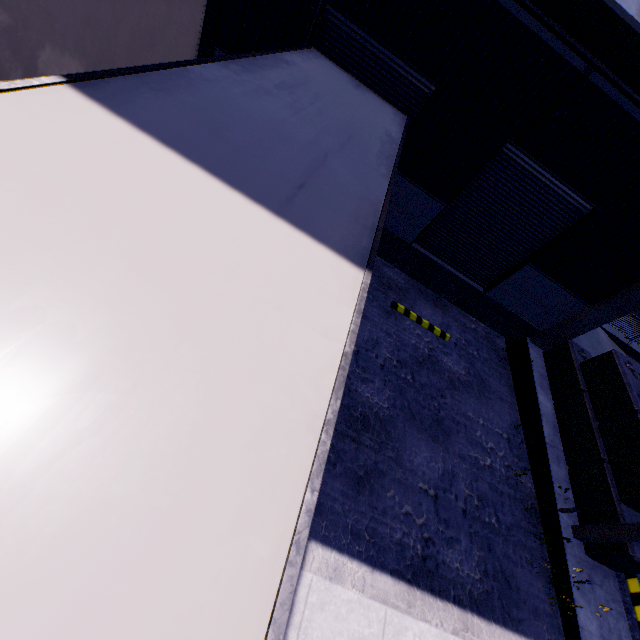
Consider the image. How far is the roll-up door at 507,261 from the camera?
7.90m

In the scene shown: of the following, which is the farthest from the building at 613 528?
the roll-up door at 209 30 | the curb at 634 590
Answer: the curb at 634 590

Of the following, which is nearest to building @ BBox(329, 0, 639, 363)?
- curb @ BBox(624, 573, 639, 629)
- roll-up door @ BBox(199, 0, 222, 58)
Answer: roll-up door @ BBox(199, 0, 222, 58)

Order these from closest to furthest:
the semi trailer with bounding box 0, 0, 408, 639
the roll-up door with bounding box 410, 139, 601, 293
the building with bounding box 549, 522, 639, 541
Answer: the semi trailer with bounding box 0, 0, 408, 639, the building with bounding box 549, 522, 639, 541, the roll-up door with bounding box 410, 139, 601, 293

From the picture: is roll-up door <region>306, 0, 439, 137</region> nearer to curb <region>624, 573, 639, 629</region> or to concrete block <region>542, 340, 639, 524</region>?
concrete block <region>542, 340, 639, 524</region>

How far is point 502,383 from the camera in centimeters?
1029cm

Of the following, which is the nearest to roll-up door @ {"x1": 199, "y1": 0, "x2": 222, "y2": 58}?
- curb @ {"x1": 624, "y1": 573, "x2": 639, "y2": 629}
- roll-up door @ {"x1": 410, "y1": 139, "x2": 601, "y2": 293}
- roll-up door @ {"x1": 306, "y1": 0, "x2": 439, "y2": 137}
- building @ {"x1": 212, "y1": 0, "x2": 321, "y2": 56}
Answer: building @ {"x1": 212, "y1": 0, "x2": 321, "y2": 56}

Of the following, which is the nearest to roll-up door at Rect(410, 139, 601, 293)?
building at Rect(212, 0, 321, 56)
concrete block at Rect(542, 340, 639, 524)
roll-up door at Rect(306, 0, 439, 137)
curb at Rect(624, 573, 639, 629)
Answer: building at Rect(212, 0, 321, 56)
